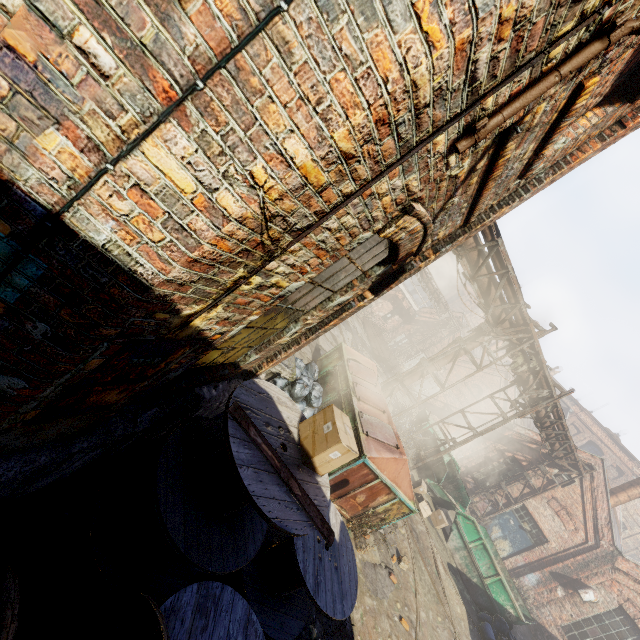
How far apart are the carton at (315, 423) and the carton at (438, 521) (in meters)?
10.50

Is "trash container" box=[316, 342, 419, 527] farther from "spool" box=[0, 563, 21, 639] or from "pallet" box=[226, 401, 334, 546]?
"pallet" box=[226, 401, 334, 546]

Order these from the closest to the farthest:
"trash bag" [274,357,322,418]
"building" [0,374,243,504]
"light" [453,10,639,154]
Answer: "light" [453,10,639,154] → "building" [0,374,243,504] → "trash bag" [274,357,322,418]

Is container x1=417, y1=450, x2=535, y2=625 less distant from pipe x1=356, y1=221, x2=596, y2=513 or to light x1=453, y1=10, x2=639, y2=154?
pipe x1=356, y1=221, x2=596, y2=513

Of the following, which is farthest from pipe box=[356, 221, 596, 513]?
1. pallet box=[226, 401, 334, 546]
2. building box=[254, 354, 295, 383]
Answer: pallet box=[226, 401, 334, 546]

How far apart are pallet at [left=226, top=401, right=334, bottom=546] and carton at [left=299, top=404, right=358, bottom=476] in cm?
30

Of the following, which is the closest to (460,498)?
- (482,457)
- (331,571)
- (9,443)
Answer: (482,457)

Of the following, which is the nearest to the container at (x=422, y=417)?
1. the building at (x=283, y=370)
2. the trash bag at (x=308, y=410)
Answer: the trash bag at (x=308, y=410)
